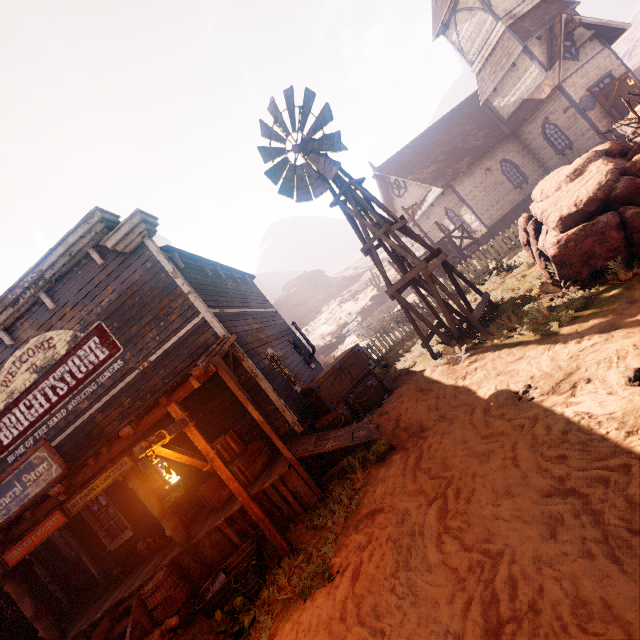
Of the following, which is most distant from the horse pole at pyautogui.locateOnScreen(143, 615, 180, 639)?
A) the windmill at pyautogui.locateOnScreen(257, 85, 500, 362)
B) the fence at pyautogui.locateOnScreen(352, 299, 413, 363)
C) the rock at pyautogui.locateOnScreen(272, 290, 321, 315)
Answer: the rock at pyautogui.locateOnScreen(272, 290, 321, 315)

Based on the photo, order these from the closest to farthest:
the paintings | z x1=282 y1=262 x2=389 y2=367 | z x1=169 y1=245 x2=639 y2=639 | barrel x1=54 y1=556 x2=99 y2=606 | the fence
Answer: z x1=169 y1=245 x2=639 y2=639 < barrel x1=54 y1=556 x2=99 y2=606 < the paintings < the fence < z x1=282 y1=262 x2=389 y2=367

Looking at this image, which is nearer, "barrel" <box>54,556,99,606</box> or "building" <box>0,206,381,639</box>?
"building" <box>0,206,381,639</box>

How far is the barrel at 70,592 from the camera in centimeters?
973cm

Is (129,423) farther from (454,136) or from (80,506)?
(454,136)

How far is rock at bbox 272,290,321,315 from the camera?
57.5 meters

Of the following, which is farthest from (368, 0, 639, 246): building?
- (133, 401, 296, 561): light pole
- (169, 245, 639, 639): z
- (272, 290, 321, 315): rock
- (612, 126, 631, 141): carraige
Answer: (272, 290, 321, 315): rock

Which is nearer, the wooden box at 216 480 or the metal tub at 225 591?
the metal tub at 225 591
